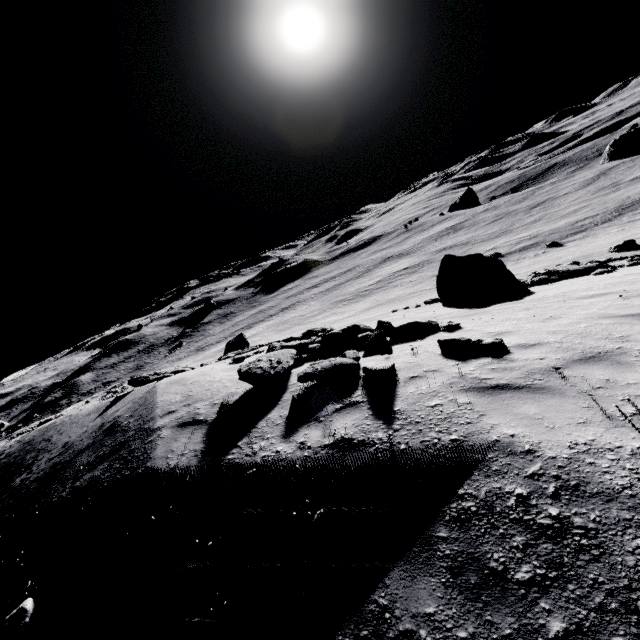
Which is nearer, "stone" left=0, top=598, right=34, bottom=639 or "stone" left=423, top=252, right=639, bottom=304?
"stone" left=0, top=598, right=34, bottom=639

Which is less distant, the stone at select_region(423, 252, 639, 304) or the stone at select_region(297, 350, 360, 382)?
the stone at select_region(297, 350, 360, 382)

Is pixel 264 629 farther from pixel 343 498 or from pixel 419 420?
pixel 419 420

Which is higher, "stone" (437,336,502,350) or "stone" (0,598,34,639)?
"stone" (0,598,34,639)

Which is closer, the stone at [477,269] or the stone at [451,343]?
the stone at [451,343]

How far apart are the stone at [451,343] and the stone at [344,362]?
1.9m

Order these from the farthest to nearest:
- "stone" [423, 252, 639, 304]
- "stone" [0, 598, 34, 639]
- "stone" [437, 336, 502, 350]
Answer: "stone" [423, 252, 639, 304], "stone" [437, 336, 502, 350], "stone" [0, 598, 34, 639]

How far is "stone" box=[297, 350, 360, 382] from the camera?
6.4 meters
